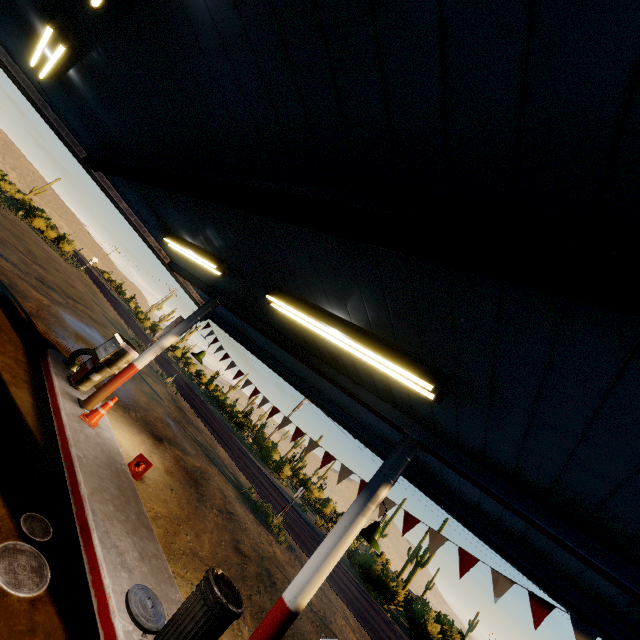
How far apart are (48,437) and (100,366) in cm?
254

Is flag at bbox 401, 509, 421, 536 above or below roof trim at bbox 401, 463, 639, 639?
below

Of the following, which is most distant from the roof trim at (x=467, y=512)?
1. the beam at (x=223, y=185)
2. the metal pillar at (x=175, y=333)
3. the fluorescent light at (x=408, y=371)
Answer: the fluorescent light at (x=408, y=371)

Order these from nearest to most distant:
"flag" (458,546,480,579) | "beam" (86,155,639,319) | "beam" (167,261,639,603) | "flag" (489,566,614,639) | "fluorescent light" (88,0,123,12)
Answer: "beam" (86,155,639,319)
"fluorescent light" (88,0,123,12)
"beam" (167,261,639,603)
"flag" (489,566,614,639)
"flag" (458,546,480,579)

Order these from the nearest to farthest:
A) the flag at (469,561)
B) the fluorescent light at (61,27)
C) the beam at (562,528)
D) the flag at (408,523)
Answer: the beam at (562,528) < the fluorescent light at (61,27) < the flag at (469,561) < the flag at (408,523)

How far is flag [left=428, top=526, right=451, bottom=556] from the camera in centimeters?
541cm

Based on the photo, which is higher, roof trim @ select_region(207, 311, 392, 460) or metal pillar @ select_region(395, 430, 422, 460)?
roof trim @ select_region(207, 311, 392, 460)

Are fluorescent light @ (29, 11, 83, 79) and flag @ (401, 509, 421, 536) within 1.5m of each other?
no
